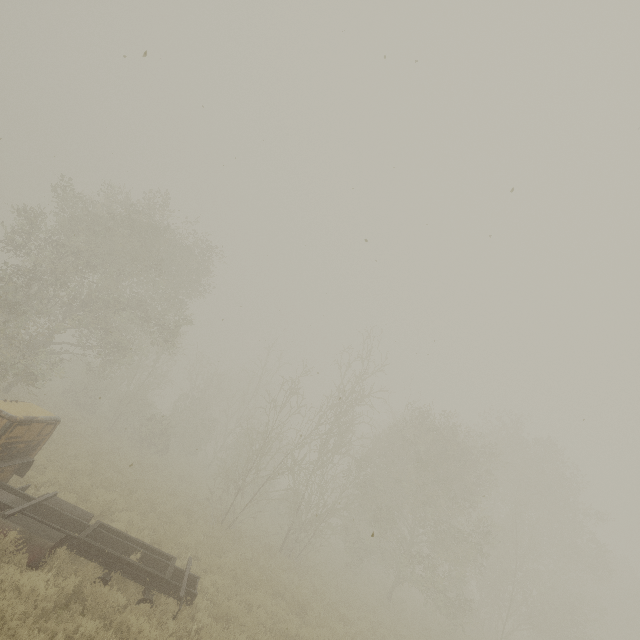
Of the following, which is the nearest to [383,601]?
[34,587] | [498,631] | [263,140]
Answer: [498,631]
